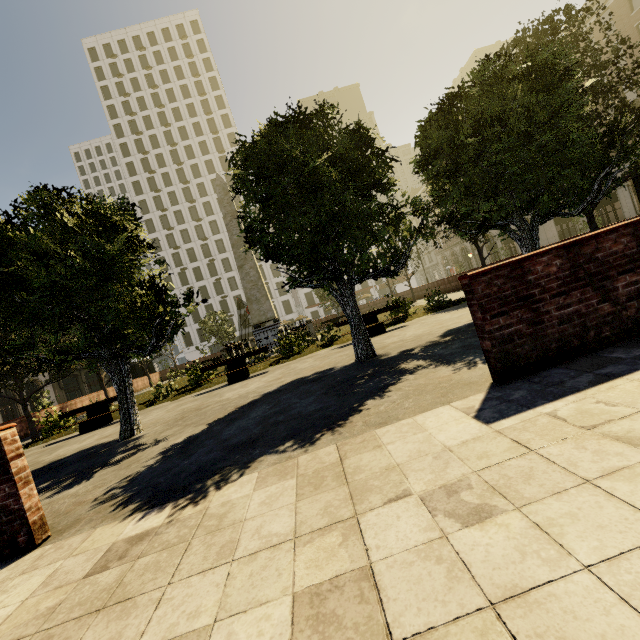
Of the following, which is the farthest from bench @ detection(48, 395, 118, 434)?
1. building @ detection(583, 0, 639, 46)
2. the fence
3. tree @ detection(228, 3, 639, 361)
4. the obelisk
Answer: building @ detection(583, 0, 639, 46)

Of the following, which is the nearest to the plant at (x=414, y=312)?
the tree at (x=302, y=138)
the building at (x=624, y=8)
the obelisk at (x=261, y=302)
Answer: the tree at (x=302, y=138)

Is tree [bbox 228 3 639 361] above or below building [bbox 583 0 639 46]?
below

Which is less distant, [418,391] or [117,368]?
[418,391]

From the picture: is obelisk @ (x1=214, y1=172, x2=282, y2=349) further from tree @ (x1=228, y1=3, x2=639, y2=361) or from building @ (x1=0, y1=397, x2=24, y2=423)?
building @ (x1=0, y1=397, x2=24, y2=423)

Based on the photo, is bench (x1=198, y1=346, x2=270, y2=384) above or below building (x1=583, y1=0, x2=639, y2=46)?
below

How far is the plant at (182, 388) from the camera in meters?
13.0

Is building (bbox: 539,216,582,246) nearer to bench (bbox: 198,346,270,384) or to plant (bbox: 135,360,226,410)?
bench (bbox: 198,346,270,384)
